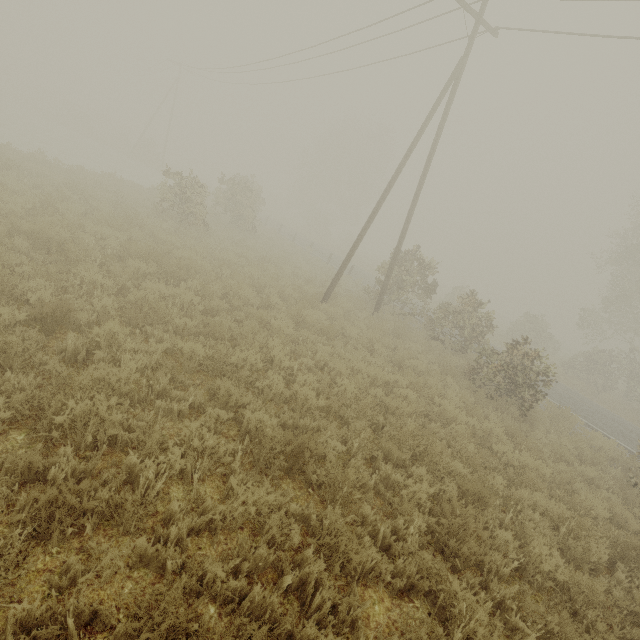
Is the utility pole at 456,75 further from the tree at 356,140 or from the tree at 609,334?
the tree at 356,140

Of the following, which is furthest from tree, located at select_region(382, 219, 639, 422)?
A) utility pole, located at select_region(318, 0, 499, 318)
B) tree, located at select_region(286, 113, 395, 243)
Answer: tree, located at select_region(286, 113, 395, 243)

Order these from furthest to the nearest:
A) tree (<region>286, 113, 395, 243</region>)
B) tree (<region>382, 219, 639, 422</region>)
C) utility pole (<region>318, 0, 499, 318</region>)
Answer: tree (<region>286, 113, 395, 243</region>) → utility pole (<region>318, 0, 499, 318</region>) → tree (<region>382, 219, 639, 422</region>)

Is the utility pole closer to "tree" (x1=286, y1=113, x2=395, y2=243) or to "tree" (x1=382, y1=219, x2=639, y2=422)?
"tree" (x1=382, y1=219, x2=639, y2=422)

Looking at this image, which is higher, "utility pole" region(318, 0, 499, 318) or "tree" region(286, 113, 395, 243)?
"utility pole" region(318, 0, 499, 318)

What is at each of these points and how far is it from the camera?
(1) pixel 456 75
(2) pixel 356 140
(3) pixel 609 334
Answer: (1) utility pole, 11.8m
(2) tree, 48.3m
(3) tree, 27.2m

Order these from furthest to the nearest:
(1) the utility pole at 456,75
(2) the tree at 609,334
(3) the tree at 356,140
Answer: (3) the tree at 356,140 → (1) the utility pole at 456,75 → (2) the tree at 609,334
